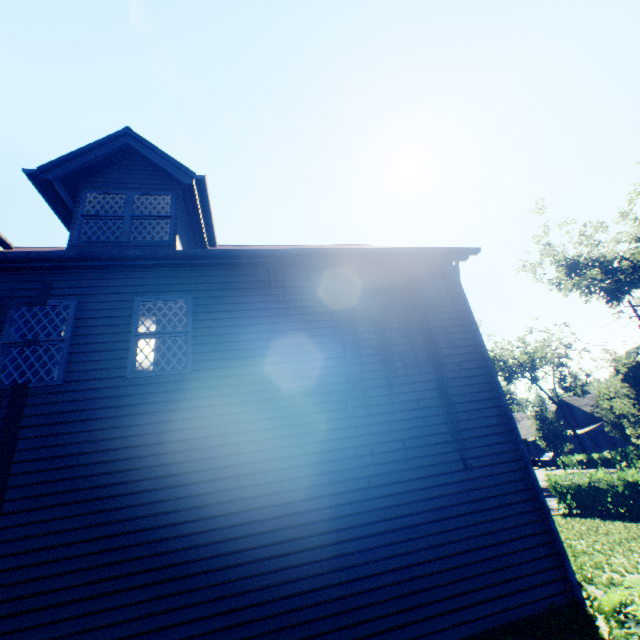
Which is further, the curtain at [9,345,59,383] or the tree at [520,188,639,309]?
the tree at [520,188,639,309]

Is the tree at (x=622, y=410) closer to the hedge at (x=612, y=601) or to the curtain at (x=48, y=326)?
the hedge at (x=612, y=601)

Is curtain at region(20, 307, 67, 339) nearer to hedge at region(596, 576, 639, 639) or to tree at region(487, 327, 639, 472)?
hedge at region(596, 576, 639, 639)

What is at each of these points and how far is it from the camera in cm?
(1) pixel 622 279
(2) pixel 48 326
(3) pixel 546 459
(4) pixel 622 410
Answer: (1) tree, 2862
(2) curtain, 598
(3) car, 3681
(4) tree, 1598

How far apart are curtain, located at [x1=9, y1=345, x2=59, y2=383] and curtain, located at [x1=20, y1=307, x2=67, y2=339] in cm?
14

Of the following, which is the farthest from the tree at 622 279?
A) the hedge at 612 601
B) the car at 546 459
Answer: the hedge at 612 601

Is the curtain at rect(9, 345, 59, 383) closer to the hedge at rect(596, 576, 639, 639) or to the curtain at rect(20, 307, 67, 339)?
the curtain at rect(20, 307, 67, 339)

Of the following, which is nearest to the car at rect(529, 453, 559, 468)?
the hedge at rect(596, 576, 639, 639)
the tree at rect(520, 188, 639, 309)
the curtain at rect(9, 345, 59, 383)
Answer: the tree at rect(520, 188, 639, 309)
